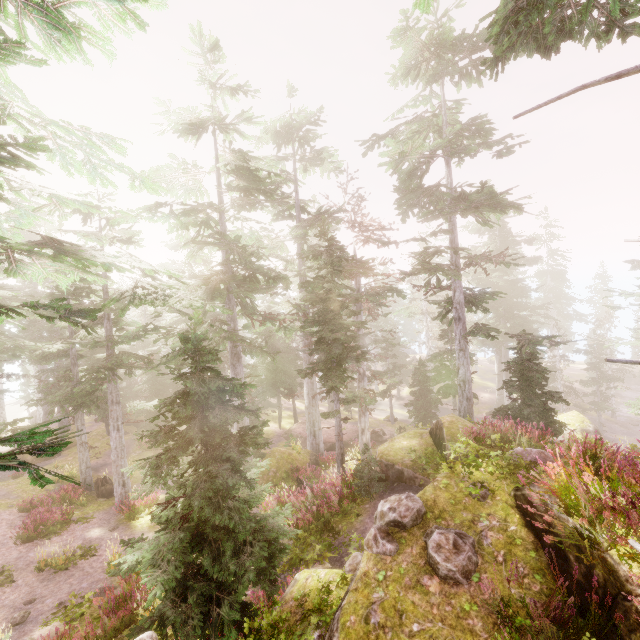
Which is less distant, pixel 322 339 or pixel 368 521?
pixel 368 521

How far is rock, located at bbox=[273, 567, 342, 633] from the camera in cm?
539

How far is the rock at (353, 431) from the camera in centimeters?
2861cm

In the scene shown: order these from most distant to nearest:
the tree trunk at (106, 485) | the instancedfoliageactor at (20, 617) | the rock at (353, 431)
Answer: the rock at (353, 431) < the tree trunk at (106, 485) < the instancedfoliageactor at (20, 617)

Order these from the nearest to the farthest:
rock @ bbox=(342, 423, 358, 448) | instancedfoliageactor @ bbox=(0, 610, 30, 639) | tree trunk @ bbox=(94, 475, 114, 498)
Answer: instancedfoliageactor @ bbox=(0, 610, 30, 639), tree trunk @ bbox=(94, 475, 114, 498), rock @ bbox=(342, 423, 358, 448)

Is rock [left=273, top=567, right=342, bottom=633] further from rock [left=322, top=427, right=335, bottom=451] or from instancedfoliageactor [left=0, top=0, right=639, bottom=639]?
rock [left=322, top=427, right=335, bottom=451]

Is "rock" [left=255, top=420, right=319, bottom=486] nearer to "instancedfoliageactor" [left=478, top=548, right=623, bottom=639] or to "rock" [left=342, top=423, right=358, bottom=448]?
"instancedfoliageactor" [left=478, top=548, right=623, bottom=639]
